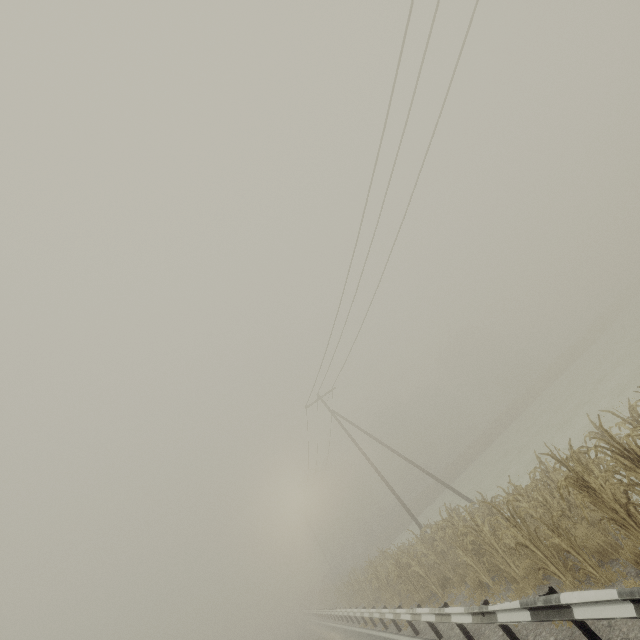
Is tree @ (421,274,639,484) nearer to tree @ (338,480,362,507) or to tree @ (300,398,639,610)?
tree @ (300,398,639,610)

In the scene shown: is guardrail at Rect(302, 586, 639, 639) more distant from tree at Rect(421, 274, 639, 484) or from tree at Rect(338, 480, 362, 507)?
tree at Rect(421, 274, 639, 484)

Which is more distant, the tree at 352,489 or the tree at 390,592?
the tree at 352,489

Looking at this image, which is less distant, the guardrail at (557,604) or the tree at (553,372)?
the guardrail at (557,604)

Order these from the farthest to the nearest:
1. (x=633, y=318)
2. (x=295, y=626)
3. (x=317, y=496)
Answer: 1. (x=317, y=496)
2. (x=295, y=626)
3. (x=633, y=318)

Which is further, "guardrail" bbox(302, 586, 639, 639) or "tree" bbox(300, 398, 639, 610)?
"tree" bbox(300, 398, 639, 610)

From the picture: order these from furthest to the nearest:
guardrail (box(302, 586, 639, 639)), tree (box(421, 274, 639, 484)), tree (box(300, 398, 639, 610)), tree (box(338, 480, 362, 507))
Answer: tree (box(338, 480, 362, 507)), tree (box(421, 274, 639, 484)), tree (box(300, 398, 639, 610)), guardrail (box(302, 586, 639, 639))

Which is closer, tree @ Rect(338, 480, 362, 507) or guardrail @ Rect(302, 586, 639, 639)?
guardrail @ Rect(302, 586, 639, 639)
